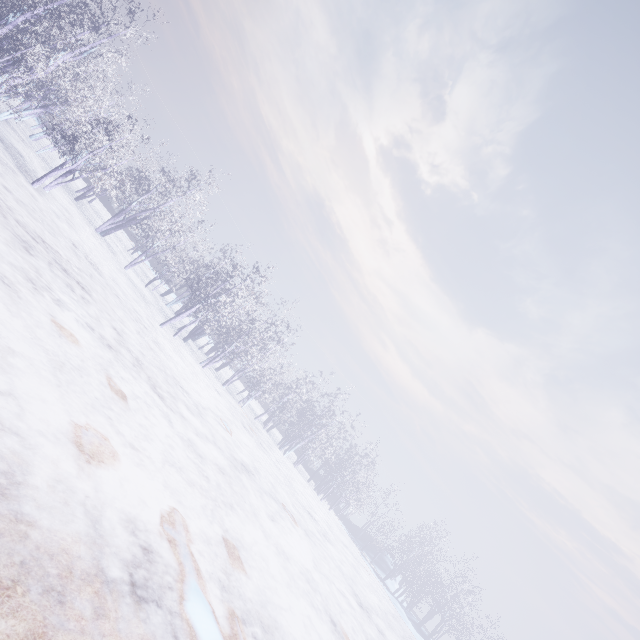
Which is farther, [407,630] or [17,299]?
[407,630]
